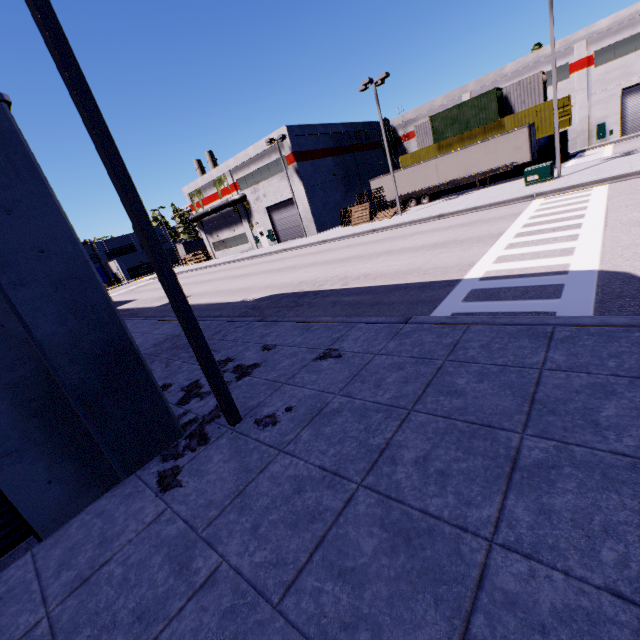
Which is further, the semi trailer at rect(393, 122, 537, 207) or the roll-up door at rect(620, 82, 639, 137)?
the roll-up door at rect(620, 82, 639, 137)

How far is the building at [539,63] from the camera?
34.7 meters

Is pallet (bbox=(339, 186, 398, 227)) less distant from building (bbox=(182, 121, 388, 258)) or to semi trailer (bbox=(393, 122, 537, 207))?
semi trailer (bbox=(393, 122, 537, 207))

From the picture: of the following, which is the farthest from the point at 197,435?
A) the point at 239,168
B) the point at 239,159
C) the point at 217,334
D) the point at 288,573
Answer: the point at 239,168

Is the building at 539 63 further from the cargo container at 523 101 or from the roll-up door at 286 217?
the cargo container at 523 101

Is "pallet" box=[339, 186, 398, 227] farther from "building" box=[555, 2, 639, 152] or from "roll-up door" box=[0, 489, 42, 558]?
"roll-up door" box=[0, 489, 42, 558]

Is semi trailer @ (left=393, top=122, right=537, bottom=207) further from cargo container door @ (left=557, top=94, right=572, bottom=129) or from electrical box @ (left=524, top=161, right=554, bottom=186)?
electrical box @ (left=524, top=161, right=554, bottom=186)

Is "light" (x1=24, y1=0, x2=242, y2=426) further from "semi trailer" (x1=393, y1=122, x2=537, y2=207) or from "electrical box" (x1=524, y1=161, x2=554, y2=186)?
"electrical box" (x1=524, y1=161, x2=554, y2=186)
